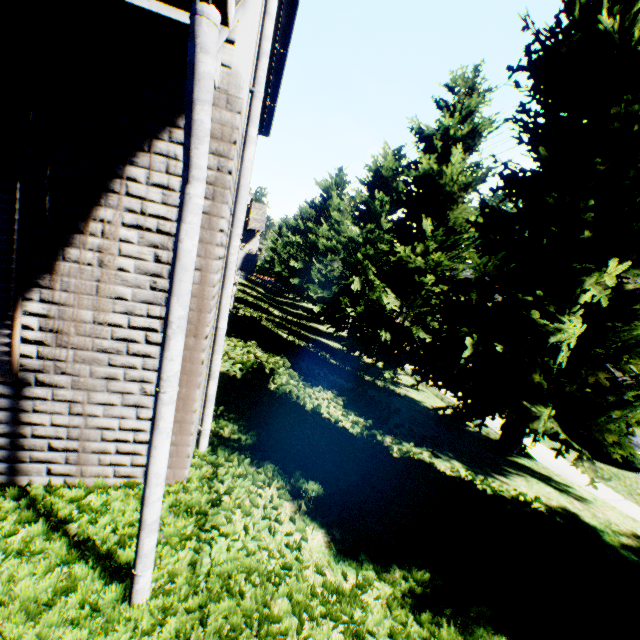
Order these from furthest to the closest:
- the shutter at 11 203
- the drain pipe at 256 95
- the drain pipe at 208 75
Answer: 1. the drain pipe at 256 95
2. the shutter at 11 203
3. the drain pipe at 208 75

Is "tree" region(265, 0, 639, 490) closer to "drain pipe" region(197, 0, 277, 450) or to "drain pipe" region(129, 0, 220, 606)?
"drain pipe" region(197, 0, 277, 450)

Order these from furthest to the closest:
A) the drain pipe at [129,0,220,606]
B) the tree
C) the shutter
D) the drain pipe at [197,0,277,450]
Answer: the tree
the drain pipe at [197,0,277,450]
the shutter
the drain pipe at [129,0,220,606]

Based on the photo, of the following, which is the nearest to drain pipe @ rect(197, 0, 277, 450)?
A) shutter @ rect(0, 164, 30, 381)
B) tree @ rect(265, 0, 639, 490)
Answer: shutter @ rect(0, 164, 30, 381)

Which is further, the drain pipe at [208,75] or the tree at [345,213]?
the tree at [345,213]

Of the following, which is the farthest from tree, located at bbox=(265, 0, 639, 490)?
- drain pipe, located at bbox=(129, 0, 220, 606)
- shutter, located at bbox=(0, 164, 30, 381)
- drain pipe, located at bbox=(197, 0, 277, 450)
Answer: shutter, located at bbox=(0, 164, 30, 381)

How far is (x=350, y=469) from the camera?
4.3 meters
